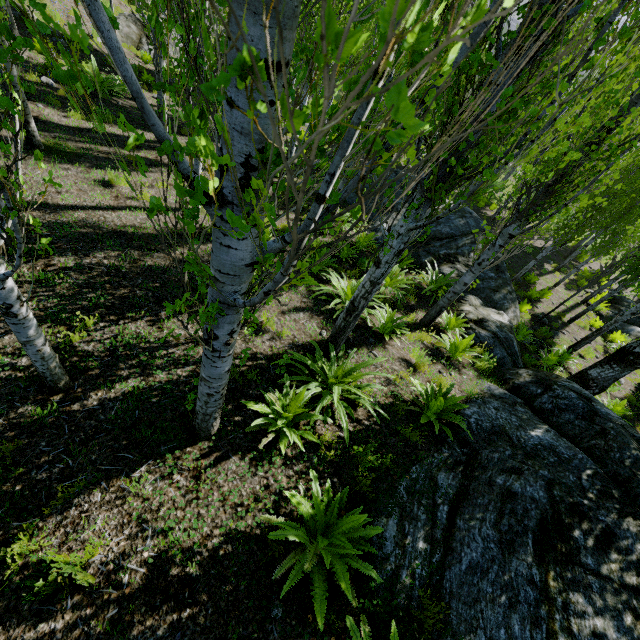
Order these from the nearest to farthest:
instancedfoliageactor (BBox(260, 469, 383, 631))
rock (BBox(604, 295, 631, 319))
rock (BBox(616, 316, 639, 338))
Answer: instancedfoliageactor (BBox(260, 469, 383, 631)), rock (BBox(616, 316, 639, 338)), rock (BBox(604, 295, 631, 319))

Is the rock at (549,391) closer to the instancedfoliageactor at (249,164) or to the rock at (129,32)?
the instancedfoliageactor at (249,164)

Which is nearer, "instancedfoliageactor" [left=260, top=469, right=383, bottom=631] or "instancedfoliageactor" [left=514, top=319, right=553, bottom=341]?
"instancedfoliageactor" [left=260, top=469, right=383, bottom=631]

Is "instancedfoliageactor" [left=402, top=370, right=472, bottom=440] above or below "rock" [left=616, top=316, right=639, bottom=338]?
above

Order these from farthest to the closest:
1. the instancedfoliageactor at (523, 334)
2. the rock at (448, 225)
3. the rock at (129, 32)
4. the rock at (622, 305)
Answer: the rock at (622, 305), the rock at (129, 32), the rock at (448, 225), the instancedfoliageactor at (523, 334)

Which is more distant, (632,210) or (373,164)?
(632,210)

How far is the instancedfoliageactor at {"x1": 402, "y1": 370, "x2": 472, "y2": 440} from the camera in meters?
4.9

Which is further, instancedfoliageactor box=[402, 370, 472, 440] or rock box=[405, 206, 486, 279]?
rock box=[405, 206, 486, 279]
